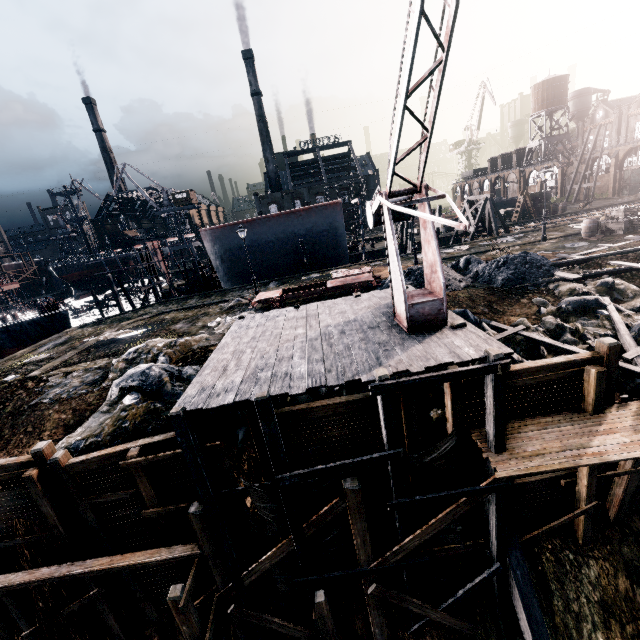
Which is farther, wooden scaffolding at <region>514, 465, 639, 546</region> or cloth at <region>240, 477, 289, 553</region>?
wooden scaffolding at <region>514, 465, 639, 546</region>

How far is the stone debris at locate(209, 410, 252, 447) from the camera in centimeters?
1082cm

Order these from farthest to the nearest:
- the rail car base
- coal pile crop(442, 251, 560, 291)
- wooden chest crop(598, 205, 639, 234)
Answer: wooden chest crop(598, 205, 639, 234) < the rail car base < coal pile crop(442, 251, 560, 291)

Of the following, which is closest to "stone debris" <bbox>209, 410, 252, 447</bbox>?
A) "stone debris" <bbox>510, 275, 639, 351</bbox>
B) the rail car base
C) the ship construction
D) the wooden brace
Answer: the rail car base

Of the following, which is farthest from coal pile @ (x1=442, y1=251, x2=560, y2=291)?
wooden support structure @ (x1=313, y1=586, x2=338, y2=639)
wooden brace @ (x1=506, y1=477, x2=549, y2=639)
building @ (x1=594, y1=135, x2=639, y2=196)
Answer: building @ (x1=594, y1=135, x2=639, y2=196)

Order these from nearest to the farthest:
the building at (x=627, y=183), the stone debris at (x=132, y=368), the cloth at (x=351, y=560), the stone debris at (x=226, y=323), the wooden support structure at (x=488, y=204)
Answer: the cloth at (x=351, y=560), the stone debris at (x=132, y=368), the stone debris at (x=226, y=323), the wooden support structure at (x=488, y=204), the building at (x=627, y=183)

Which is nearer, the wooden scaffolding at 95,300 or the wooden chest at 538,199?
the wooden scaffolding at 95,300

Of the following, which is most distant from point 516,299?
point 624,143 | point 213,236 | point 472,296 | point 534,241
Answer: point 624,143
